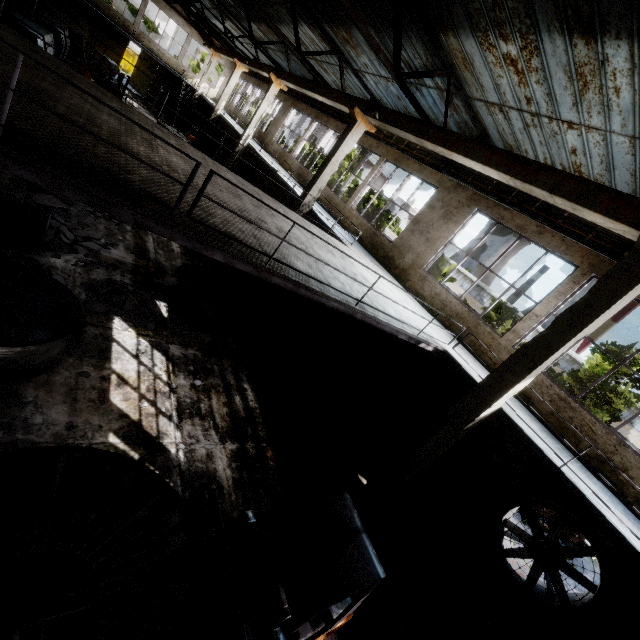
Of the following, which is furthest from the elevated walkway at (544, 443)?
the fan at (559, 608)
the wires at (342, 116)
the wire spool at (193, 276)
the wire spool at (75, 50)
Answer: the wires at (342, 116)

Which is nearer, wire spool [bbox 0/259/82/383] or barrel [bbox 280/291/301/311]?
wire spool [bbox 0/259/82/383]

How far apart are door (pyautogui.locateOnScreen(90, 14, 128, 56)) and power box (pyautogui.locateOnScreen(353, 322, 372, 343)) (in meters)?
37.67

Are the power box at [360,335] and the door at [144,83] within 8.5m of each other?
no

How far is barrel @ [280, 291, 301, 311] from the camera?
13.9m

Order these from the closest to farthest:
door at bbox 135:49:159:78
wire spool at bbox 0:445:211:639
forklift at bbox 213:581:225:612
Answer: wire spool at bbox 0:445:211:639 < forklift at bbox 213:581:225:612 < door at bbox 135:49:159:78

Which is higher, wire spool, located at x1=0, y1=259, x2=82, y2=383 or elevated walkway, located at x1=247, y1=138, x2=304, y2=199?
elevated walkway, located at x1=247, y1=138, x2=304, y2=199

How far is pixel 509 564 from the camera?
7.89m
